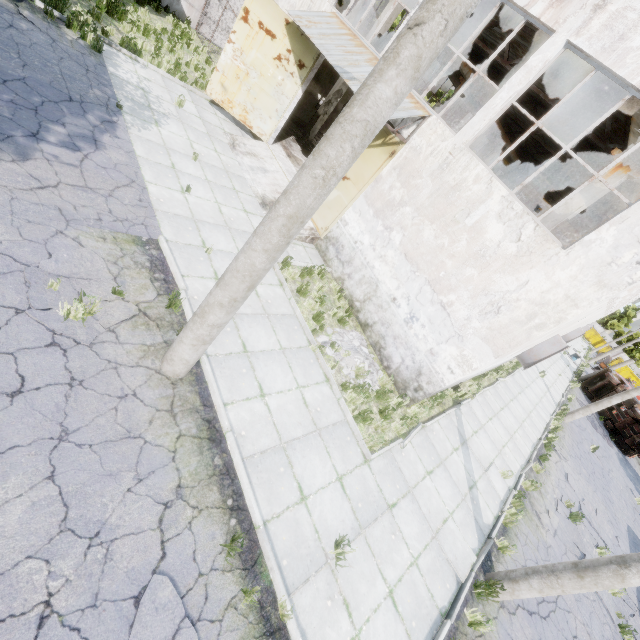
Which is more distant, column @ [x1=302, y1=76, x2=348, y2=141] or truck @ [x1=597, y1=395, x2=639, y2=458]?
truck @ [x1=597, y1=395, x2=639, y2=458]

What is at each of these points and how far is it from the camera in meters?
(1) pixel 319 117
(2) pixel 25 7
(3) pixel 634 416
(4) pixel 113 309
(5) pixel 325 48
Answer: (1) column, 17.4 m
(2) asphalt debris, 8.9 m
(3) truck, 25.5 m
(4) asphalt debris, 5.4 m
(5) awning, 9.6 m

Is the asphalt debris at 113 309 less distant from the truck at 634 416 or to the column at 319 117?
the column at 319 117

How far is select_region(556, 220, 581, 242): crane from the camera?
22.7m

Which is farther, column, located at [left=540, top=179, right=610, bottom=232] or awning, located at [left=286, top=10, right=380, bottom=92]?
column, located at [left=540, top=179, right=610, bottom=232]

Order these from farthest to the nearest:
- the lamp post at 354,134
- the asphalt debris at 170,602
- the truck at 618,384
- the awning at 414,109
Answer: the truck at 618,384
the awning at 414,109
the asphalt debris at 170,602
the lamp post at 354,134

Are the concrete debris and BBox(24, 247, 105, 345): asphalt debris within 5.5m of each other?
yes

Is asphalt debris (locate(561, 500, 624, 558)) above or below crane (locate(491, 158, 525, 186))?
below
